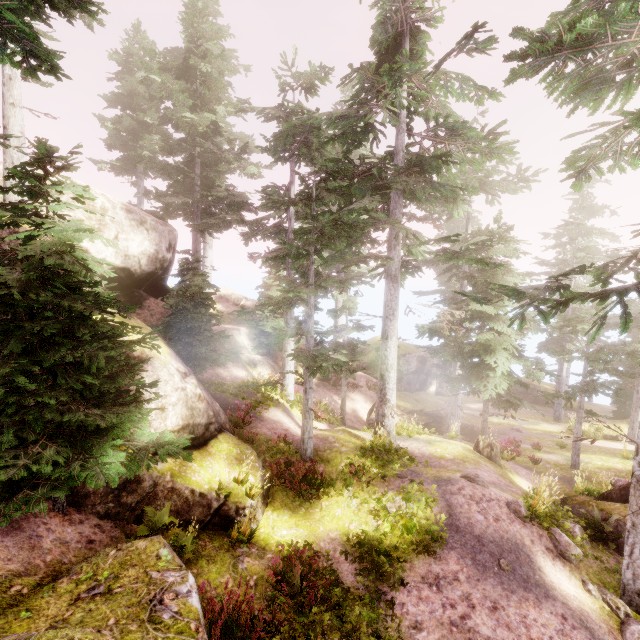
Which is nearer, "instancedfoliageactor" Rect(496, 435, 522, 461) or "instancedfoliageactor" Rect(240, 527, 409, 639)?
"instancedfoliageactor" Rect(240, 527, 409, 639)

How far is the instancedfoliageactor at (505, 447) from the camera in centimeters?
1680cm

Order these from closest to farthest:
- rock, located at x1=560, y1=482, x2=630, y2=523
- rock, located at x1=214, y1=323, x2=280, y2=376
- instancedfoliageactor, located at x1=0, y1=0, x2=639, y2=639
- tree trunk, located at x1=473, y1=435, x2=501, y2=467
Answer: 1. instancedfoliageactor, located at x1=0, y1=0, x2=639, y2=639
2. rock, located at x1=560, y1=482, x2=630, y2=523
3. tree trunk, located at x1=473, y1=435, x2=501, y2=467
4. rock, located at x1=214, y1=323, x2=280, y2=376

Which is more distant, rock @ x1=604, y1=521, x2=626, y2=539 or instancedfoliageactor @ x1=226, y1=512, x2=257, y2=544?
rock @ x1=604, y1=521, x2=626, y2=539

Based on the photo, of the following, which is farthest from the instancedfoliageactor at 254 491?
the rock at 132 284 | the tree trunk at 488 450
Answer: the tree trunk at 488 450

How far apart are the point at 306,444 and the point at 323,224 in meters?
7.6

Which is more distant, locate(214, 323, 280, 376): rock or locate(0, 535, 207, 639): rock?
locate(214, 323, 280, 376): rock

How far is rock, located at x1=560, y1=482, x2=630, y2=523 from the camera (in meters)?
10.46
